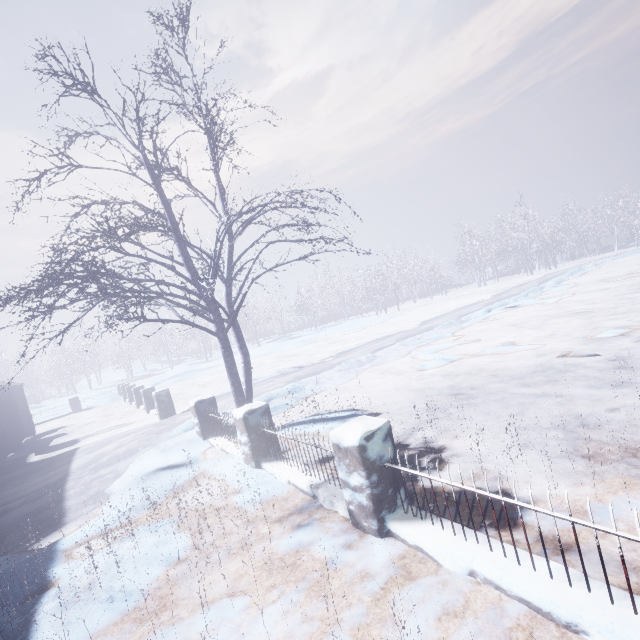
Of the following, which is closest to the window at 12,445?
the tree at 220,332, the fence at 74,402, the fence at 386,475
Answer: the tree at 220,332

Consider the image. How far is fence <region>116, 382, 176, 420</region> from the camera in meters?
10.2

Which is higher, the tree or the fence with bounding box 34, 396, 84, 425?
the tree

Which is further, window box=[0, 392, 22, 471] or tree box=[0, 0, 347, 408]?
window box=[0, 392, 22, 471]

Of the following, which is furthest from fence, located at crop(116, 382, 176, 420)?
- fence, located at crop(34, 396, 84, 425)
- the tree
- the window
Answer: the window

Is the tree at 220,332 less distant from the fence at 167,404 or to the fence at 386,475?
the fence at 386,475

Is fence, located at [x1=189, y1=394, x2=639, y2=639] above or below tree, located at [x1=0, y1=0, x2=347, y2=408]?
below

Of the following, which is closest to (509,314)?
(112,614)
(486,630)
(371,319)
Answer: (486,630)
